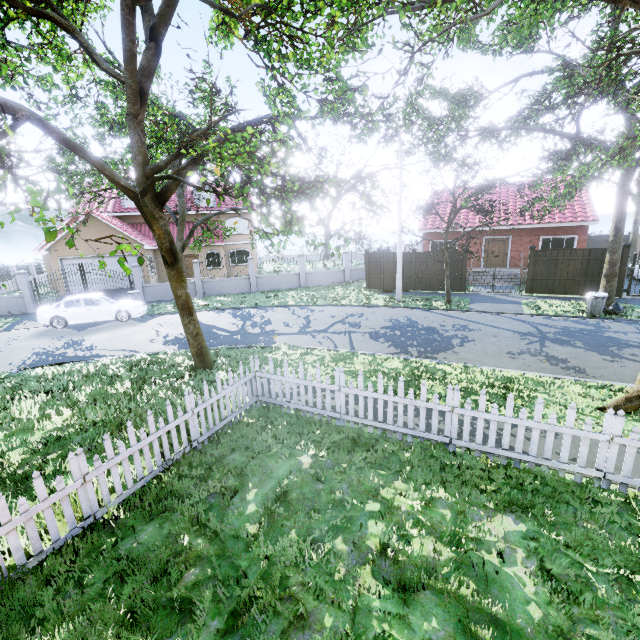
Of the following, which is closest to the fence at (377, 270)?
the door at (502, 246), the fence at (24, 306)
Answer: the fence at (24, 306)

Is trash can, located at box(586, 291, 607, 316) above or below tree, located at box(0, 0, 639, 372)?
below

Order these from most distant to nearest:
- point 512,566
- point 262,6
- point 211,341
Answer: point 211,341
point 262,6
point 512,566

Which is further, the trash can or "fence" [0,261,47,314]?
"fence" [0,261,47,314]

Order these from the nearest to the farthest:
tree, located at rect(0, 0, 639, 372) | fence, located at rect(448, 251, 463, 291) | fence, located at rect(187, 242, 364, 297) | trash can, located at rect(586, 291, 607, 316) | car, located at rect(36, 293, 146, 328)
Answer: tree, located at rect(0, 0, 639, 372) → trash can, located at rect(586, 291, 607, 316) → car, located at rect(36, 293, 146, 328) → fence, located at rect(448, 251, 463, 291) → fence, located at rect(187, 242, 364, 297)

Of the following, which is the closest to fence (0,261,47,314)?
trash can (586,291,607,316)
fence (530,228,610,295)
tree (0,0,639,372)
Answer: fence (530,228,610,295)

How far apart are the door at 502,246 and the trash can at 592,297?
9.4m

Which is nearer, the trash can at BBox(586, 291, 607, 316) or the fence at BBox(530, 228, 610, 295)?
the trash can at BBox(586, 291, 607, 316)
